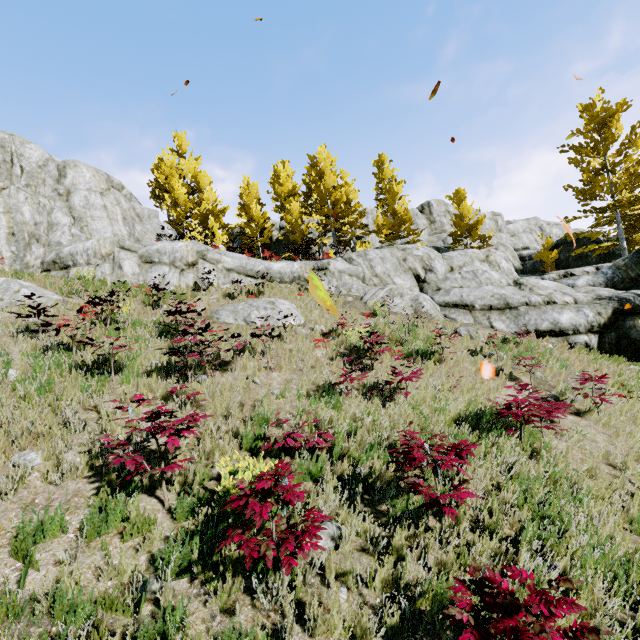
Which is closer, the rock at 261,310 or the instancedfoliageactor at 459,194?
the rock at 261,310

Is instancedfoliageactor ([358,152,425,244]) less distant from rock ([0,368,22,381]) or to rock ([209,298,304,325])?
rock ([0,368,22,381])

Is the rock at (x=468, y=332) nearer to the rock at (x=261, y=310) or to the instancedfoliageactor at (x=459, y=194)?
the instancedfoliageactor at (x=459, y=194)

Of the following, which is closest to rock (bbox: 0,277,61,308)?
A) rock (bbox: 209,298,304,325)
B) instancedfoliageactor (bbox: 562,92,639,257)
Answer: instancedfoliageactor (bbox: 562,92,639,257)

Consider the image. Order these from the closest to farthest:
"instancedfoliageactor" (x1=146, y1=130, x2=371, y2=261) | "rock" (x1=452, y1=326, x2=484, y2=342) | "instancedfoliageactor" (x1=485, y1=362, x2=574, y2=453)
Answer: "instancedfoliageactor" (x1=485, y1=362, x2=574, y2=453), "rock" (x1=452, y1=326, x2=484, y2=342), "instancedfoliageactor" (x1=146, y1=130, x2=371, y2=261)

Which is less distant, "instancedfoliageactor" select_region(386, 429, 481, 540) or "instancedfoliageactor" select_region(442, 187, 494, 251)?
"instancedfoliageactor" select_region(386, 429, 481, 540)

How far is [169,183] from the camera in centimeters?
2802cm
